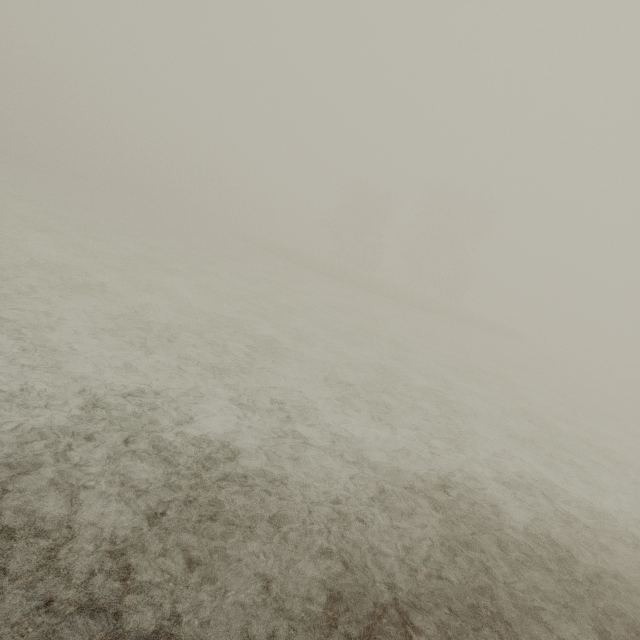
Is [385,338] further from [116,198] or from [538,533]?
[116,198]
